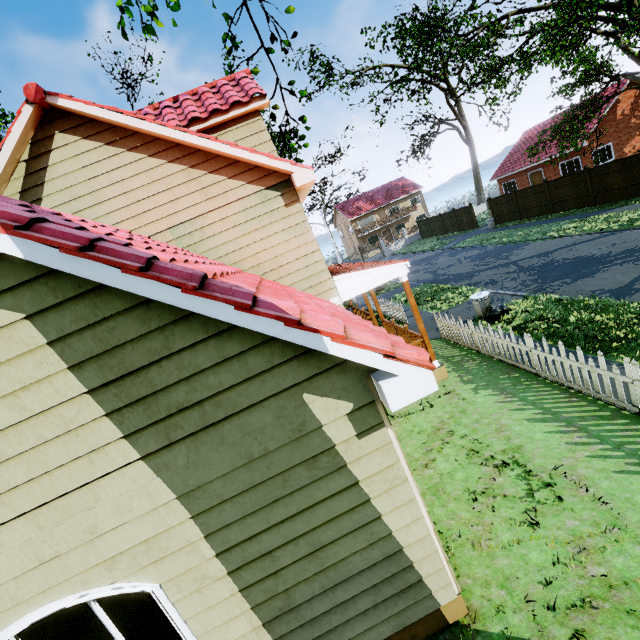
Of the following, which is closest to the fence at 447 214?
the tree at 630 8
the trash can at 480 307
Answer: the tree at 630 8

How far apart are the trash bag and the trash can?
0.0m

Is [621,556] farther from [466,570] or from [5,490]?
[5,490]

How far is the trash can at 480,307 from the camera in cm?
1130

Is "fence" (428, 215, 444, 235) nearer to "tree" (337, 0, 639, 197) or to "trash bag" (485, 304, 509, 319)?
"tree" (337, 0, 639, 197)

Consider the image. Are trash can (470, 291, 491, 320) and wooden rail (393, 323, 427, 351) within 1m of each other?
no

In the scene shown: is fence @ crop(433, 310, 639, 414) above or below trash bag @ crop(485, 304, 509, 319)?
above

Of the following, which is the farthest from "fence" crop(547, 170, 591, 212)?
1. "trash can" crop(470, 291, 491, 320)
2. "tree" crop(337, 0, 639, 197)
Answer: "trash can" crop(470, 291, 491, 320)
